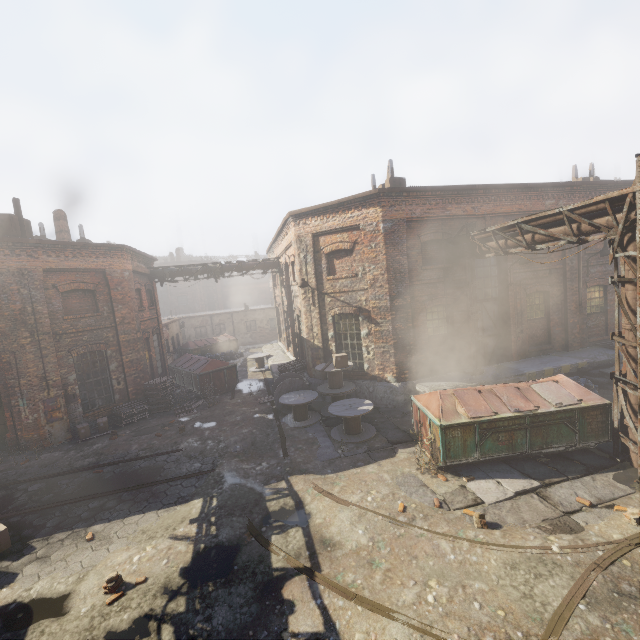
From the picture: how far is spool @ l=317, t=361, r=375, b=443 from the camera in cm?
1046

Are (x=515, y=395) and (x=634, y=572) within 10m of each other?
Result: yes

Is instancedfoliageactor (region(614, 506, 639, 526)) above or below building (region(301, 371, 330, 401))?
below

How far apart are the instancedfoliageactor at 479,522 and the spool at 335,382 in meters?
4.1 m

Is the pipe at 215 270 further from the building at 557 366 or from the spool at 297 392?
the spool at 297 392

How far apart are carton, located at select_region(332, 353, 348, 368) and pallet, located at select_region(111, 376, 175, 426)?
8.4 meters

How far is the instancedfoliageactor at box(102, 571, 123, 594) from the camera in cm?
562

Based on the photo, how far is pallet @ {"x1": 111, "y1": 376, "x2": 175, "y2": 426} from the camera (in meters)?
14.05
